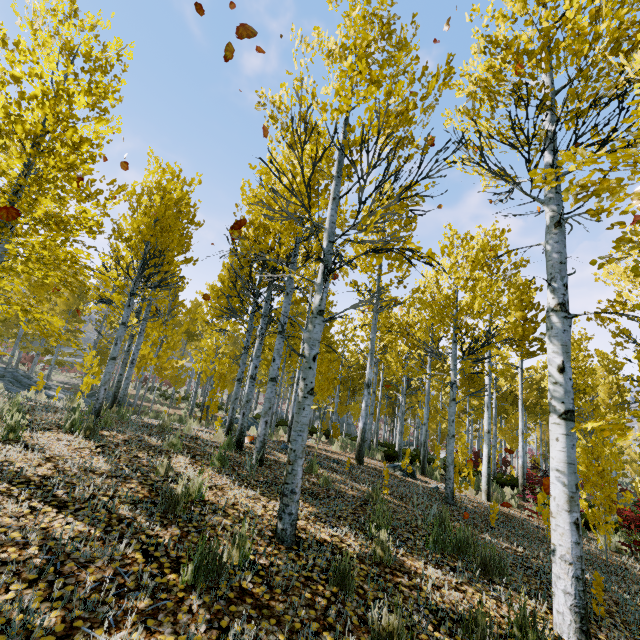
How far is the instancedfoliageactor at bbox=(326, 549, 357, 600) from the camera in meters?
2.9 m

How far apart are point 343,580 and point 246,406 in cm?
487

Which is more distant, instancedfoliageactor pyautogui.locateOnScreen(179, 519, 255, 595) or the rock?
the rock

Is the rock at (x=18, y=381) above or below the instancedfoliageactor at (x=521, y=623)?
above

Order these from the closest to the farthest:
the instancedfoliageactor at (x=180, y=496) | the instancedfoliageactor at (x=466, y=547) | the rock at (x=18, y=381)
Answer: the instancedfoliageactor at (x=180, y=496), the instancedfoliageactor at (x=466, y=547), the rock at (x=18, y=381)

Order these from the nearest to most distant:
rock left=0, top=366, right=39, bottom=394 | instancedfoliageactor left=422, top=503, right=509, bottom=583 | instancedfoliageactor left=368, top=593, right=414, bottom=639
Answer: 1. instancedfoliageactor left=368, top=593, right=414, bottom=639
2. instancedfoliageactor left=422, top=503, right=509, bottom=583
3. rock left=0, top=366, right=39, bottom=394
